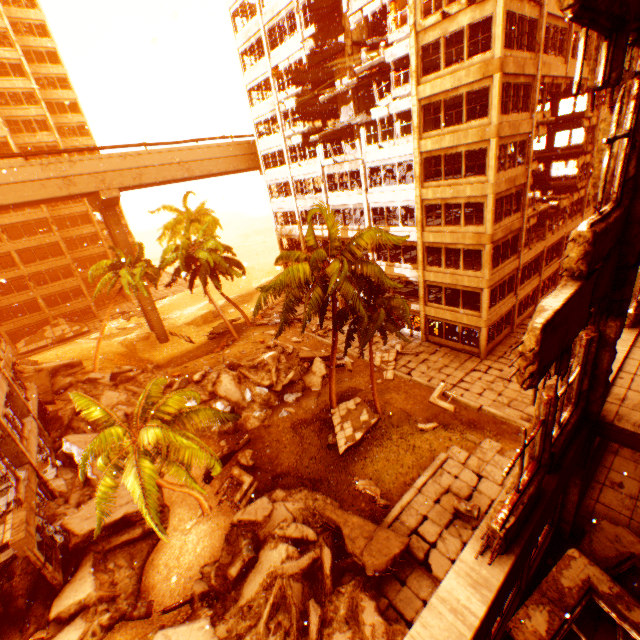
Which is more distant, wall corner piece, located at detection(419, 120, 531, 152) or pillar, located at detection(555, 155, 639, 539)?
wall corner piece, located at detection(419, 120, 531, 152)

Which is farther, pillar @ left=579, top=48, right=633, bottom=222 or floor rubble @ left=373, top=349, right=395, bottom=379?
floor rubble @ left=373, top=349, right=395, bottom=379

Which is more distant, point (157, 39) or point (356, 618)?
point (157, 39)

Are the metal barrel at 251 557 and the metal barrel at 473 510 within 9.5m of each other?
yes

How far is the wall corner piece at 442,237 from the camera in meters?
20.5 m

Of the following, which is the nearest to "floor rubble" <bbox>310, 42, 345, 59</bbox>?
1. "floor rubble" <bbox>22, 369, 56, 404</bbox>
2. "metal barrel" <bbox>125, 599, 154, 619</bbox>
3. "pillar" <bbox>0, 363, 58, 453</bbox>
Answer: "pillar" <bbox>0, 363, 58, 453</bbox>

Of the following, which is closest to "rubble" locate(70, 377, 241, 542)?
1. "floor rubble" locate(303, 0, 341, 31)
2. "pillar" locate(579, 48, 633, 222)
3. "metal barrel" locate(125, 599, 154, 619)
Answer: "pillar" locate(579, 48, 633, 222)

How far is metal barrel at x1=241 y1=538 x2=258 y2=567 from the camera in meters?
12.6
